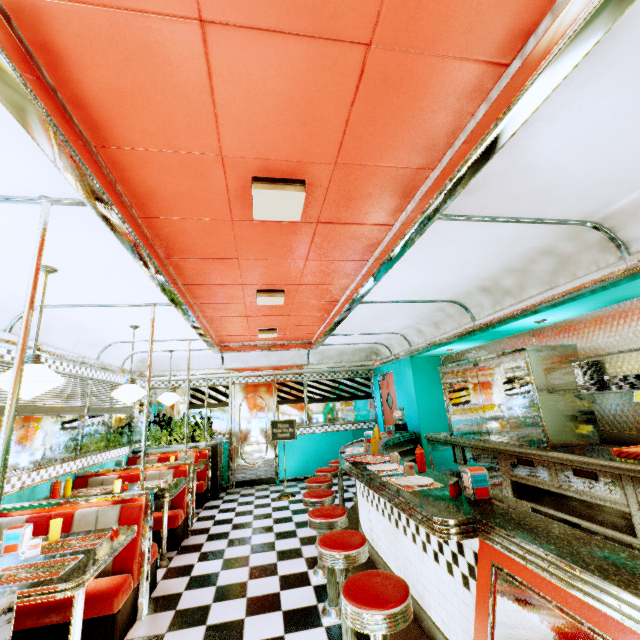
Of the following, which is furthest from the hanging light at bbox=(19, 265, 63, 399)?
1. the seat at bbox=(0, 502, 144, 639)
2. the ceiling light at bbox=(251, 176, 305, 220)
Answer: the ceiling light at bbox=(251, 176, 305, 220)

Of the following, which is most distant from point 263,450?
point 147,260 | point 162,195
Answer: point 162,195

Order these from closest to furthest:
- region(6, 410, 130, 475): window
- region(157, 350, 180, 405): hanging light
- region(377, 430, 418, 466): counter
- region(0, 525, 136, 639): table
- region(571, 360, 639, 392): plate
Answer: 1. region(0, 525, 136, 639): table
2. region(571, 360, 639, 392): plate
3. region(6, 410, 130, 475): window
4. region(377, 430, 418, 466): counter
5. region(157, 350, 180, 405): hanging light

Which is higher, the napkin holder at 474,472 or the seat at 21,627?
the napkin holder at 474,472

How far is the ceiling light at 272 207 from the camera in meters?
2.0

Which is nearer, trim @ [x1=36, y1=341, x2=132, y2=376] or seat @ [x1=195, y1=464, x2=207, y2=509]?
trim @ [x1=36, y1=341, x2=132, y2=376]

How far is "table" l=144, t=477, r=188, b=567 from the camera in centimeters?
384cm

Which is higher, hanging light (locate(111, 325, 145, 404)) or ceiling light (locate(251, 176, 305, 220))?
ceiling light (locate(251, 176, 305, 220))
